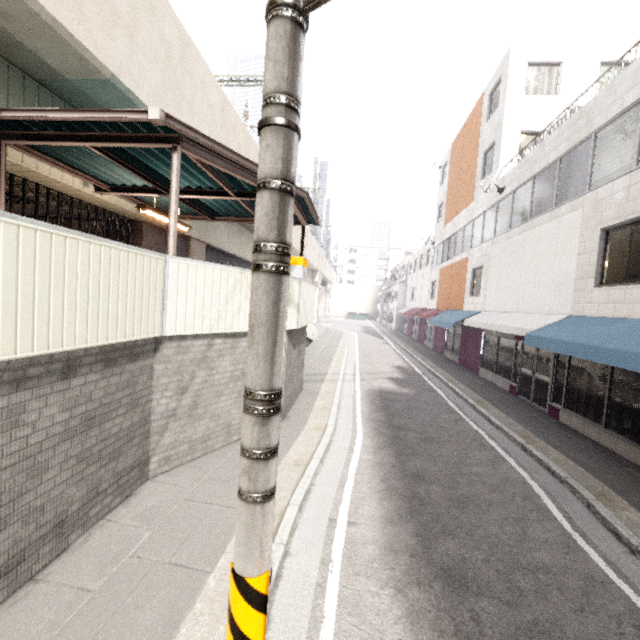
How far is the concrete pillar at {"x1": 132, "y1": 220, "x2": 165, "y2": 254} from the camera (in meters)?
10.89

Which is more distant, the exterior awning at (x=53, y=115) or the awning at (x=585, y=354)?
the awning at (x=585, y=354)

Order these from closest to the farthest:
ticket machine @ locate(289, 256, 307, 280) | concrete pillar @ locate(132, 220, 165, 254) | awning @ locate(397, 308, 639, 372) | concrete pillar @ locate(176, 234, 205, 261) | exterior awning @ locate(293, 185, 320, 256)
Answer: awning @ locate(397, 308, 639, 372) < exterior awning @ locate(293, 185, 320, 256) < ticket machine @ locate(289, 256, 307, 280) < concrete pillar @ locate(132, 220, 165, 254) < concrete pillar @ locate(176, 234, 205, 261)

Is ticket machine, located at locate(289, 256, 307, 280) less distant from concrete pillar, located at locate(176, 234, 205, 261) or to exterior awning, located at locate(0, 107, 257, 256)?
exterior awning, located at locate(0, 107, 257, 256)

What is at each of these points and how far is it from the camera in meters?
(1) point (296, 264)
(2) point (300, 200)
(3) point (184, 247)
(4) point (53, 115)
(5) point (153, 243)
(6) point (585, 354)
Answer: (1) ticket machine, 8.9
(2) exterior awning, 7.9
(3) concrete pillar, 13.3
(4) exterior awning, 4.8
(5) concrete pillar, 11.5
(6) awning, 6.6

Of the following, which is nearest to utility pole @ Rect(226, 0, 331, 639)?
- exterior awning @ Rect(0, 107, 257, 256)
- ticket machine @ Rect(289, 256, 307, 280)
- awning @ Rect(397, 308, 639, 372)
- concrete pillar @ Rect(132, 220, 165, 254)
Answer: exterior awning @ Rect(0, 107, 257, 256)

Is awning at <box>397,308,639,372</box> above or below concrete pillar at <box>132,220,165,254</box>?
below

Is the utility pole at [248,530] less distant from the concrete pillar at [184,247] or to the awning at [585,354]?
the awning at [585,354]
